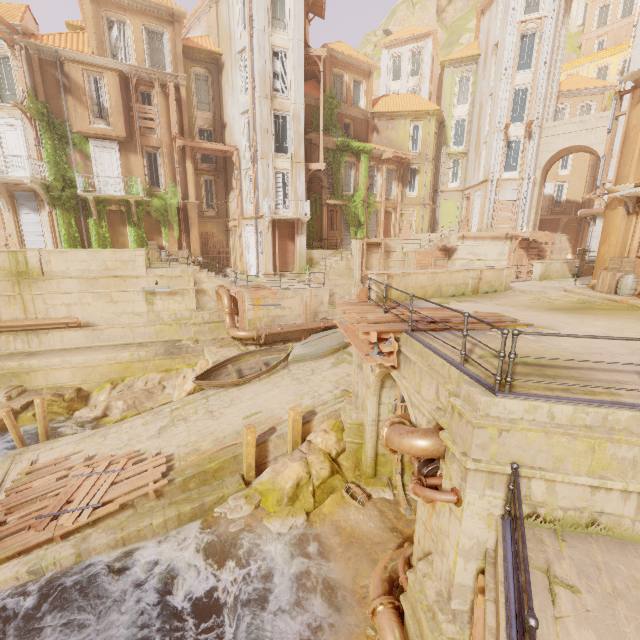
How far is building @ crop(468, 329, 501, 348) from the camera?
7.2 meters

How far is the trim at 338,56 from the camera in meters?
27.7

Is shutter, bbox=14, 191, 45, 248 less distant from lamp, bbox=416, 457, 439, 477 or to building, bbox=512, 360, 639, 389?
building, bbox=512, 360, 639, 389

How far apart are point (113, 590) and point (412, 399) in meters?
10.1 m

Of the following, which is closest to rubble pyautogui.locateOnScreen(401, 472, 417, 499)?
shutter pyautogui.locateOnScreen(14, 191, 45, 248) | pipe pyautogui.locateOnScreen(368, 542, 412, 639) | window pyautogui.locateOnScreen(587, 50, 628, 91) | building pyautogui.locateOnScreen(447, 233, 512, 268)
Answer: building pyautogui.locateOnScreen(447, 233, 512, 268)

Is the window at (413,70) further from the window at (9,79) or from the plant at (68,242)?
the window at (9,79)

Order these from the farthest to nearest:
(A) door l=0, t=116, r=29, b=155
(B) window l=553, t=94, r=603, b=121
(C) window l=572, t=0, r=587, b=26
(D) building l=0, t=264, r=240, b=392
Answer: (C) window l=572, t=0, r=587, b=26 < (B) window l=553, t=94, r=603, b=121 < (A) door l=0, t=116, r=29, b=155 < (D) building l=0, t=264, r=240, b=392
